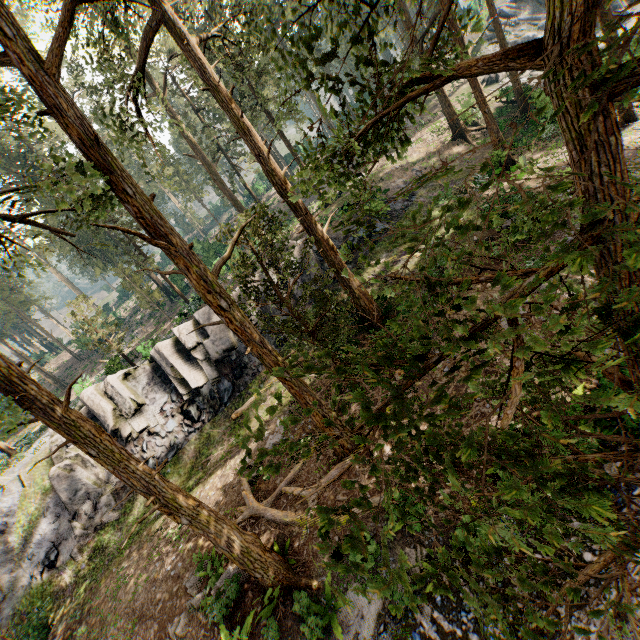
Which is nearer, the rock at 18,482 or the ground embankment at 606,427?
the ground embankment at 606,427

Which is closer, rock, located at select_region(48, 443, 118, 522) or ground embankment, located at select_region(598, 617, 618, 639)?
ground embankment, located at select_region(598, 617, 618, 639)

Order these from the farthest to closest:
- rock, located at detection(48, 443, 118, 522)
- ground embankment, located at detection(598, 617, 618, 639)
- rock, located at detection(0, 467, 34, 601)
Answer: rock, located at detection(48, 443, 118, 522) → rock, located at detection(0, 467, 34, 601) → ground embankment, located at detection(598, 617, 618, 639)

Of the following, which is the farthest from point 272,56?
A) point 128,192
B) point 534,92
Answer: point 534,92

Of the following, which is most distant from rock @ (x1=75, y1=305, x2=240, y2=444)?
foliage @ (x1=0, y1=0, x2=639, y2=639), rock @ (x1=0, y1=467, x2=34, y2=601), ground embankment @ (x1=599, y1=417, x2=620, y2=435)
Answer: ground embankment @ (x1=599, y1=417, x2=620, y2=435)

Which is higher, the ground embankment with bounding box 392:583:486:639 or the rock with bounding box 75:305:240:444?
the rock with bounding box 75:305:240:444

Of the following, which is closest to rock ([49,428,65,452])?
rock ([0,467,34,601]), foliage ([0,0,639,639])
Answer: rock ([0,467,34,601])

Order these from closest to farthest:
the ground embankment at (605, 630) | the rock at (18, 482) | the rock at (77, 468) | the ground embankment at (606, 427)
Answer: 1. the ground embankment at (605, 630)
2. the ground embankment at (606, 427)
3. the rock at (18, 482)
4. the rock at (77, 468)
